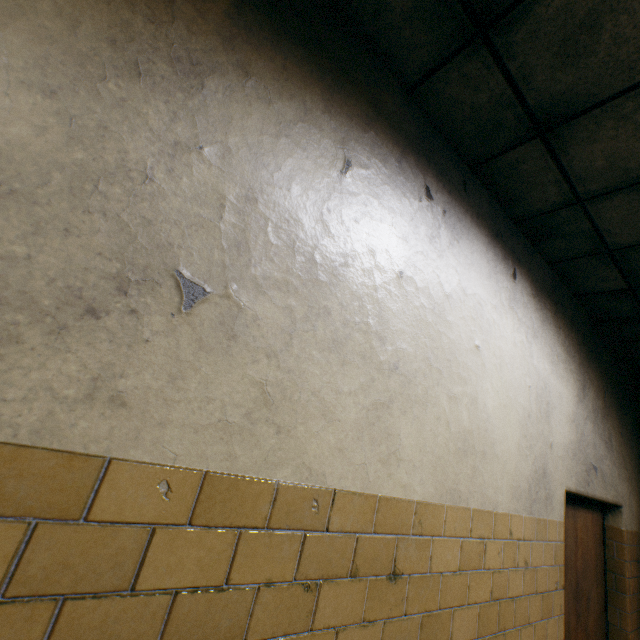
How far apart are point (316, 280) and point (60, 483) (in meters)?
0.93
